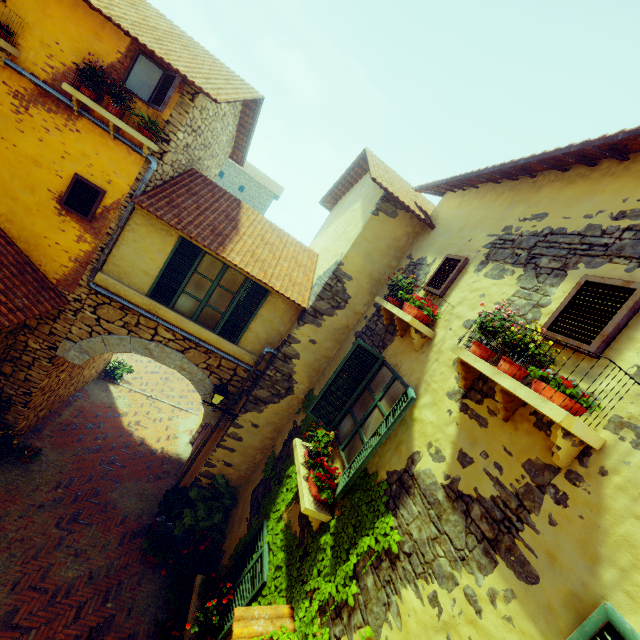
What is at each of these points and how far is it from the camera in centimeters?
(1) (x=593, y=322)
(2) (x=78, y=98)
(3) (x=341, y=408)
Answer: (1) window, 283cm
(2) window sill, 543cm
(3) window, 560cm

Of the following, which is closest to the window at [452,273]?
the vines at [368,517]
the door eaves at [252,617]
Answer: the vines at [368,517]

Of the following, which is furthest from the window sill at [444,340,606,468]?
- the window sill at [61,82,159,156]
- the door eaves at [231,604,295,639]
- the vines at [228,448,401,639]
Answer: the window sill at [61,82,159,156]

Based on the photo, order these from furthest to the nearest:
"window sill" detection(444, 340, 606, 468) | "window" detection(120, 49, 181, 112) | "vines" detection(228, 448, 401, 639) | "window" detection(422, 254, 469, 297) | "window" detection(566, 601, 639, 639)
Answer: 1. "window" detection(120, 49, 181, 112)
2. "window" detection(422, 254, 469, 297)
3. "vines" detection(228, 448, 401, 639)
4. "window sill" detection(444, 340, 606, 468)
5. "window" detection(566, 601, 639, 639)

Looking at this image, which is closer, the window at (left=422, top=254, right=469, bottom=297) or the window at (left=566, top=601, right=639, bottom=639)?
the window at (left=566, top=601, right=639, bottom=639)

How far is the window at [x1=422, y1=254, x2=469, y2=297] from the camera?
5.0 meters

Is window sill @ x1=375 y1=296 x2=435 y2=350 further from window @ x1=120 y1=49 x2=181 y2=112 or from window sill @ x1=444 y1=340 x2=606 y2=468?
window sill @ x1=444 y1=340 x2=606 y2=468

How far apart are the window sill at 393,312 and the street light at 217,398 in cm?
376
